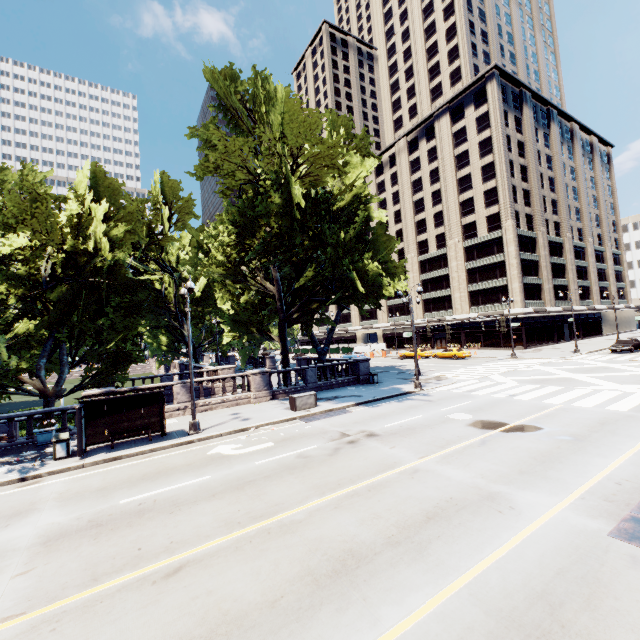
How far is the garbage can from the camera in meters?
13.0

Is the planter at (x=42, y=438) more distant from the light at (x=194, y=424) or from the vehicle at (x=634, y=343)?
the vehicle at (x=634, y=343)

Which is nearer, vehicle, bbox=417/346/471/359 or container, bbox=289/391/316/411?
container, bbox=289/391/316/411

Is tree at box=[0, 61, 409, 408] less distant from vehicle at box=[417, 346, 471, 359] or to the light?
the light

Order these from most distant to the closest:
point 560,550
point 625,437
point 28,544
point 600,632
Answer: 1. point 625,437
2. point 28,544
3. point 560,550
4. point 600,632

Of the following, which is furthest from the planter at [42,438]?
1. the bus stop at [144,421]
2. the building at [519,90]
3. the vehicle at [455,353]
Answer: the building at [519,90]

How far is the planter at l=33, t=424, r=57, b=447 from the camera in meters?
15.1 m

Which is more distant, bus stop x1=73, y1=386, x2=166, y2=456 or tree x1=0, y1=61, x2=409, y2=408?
tree x1=0, y1=61, x2=409, y2=408
